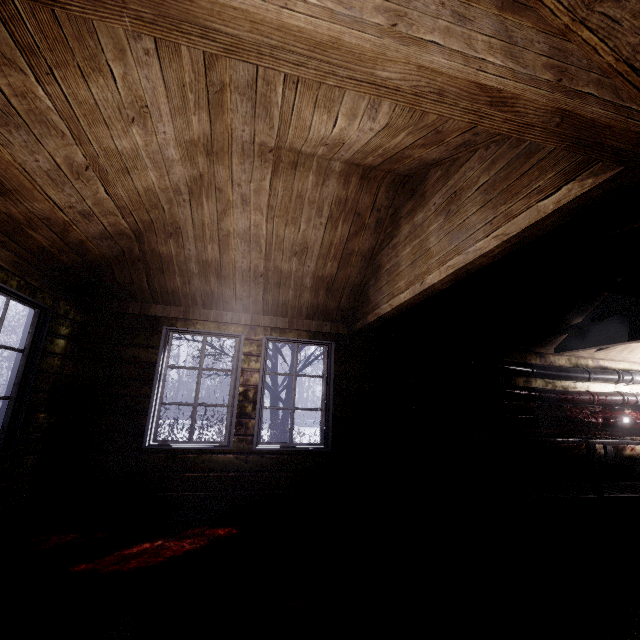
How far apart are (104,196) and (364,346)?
3.08m

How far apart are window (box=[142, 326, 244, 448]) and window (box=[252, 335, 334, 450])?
0.2 meters

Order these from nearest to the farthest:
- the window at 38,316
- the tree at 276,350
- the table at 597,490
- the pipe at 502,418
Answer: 1. the window at 38,316
2. the table at 597,490
3. the pipe at 502,418
4. the tree at 276,350

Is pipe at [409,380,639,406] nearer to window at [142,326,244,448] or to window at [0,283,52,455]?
window at [142,326,244,448]

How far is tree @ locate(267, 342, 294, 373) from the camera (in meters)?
6.71

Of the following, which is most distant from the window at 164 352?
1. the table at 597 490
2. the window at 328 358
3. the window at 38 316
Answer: the table at 597 490

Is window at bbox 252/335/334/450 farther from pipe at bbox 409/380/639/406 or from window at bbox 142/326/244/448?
pipe at bbox 409/380/639/406

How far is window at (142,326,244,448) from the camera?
3.4 meters
